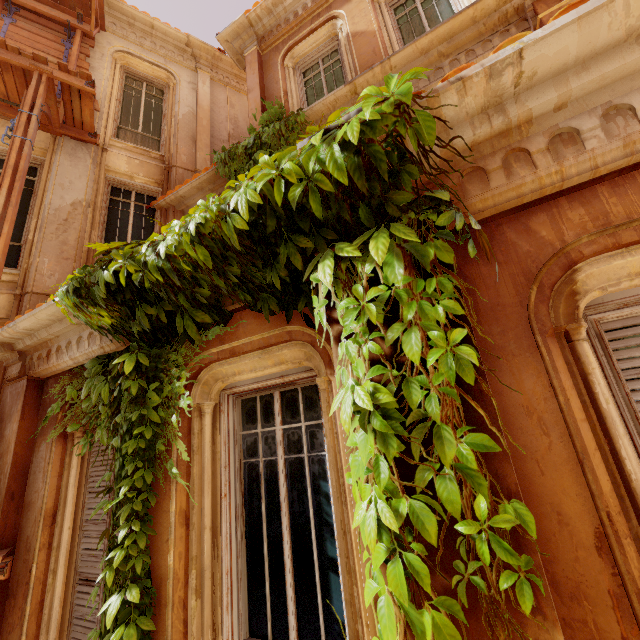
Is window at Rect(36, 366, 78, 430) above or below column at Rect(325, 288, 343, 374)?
above

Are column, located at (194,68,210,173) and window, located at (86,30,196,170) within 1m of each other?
yes

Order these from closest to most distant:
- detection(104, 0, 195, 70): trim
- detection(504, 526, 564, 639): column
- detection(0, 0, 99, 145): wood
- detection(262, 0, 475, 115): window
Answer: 1. detection(504, 526, 564, 639): column
2. detection(0, 0, 99, 145): wood
3. detection(262, 0, 475, 115): window
4. detection(104, 0, 195, 70): trim

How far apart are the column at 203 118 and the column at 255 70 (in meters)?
1.79

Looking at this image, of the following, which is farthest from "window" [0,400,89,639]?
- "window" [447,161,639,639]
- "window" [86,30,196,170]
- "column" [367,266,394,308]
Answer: "window" [86,30,196,170]

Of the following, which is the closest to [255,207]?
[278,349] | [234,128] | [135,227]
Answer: [278,349]

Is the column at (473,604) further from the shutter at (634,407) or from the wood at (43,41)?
the wood at (43,41)

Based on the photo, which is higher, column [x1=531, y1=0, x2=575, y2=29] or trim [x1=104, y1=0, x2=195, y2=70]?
trim [x1=104, y1=0, x2=195, y2=70]
